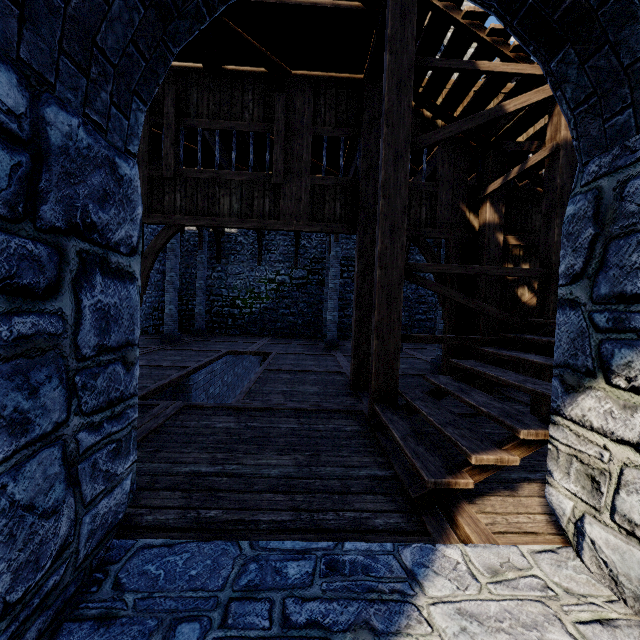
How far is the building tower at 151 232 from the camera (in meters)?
15.02

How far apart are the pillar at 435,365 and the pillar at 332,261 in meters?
3.6 m

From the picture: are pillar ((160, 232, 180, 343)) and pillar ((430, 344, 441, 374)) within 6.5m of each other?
no

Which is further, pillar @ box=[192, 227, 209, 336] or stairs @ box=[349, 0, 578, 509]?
pillar @ box=[192, 227, 209, 336]

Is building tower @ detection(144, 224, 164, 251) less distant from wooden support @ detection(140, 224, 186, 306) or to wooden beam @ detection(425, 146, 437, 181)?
wooden beam @ detection(425, 146, 437, 181)

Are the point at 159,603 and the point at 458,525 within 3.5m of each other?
yes

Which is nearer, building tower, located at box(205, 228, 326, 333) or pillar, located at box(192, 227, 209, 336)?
pillar, located at box(192, 227, 209, 336)

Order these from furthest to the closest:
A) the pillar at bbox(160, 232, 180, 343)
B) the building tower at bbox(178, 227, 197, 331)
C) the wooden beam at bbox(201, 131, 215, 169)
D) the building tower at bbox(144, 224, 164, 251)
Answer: the building tower at bbox(178, 227, 197, 331)
the building tower at bbox(144, 224, 164, 251)
the pillar at bbox(160, 232, 180, 343)
the wooden beam at bbox(201, 131, 215, 169)
